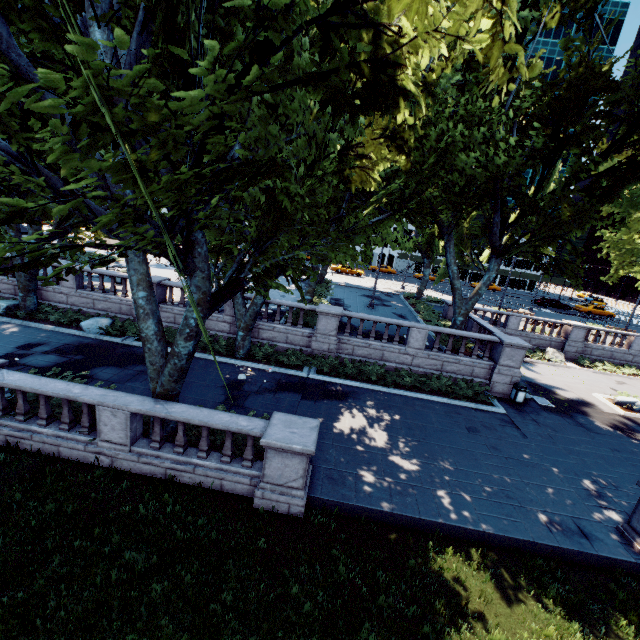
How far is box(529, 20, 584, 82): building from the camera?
56.5 meters

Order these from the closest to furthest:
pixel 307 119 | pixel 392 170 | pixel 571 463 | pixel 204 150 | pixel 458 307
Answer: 1. pixel 204 150
2. pixel 307 119
3. pixel 571 463
4. pixel 392 170
5. pixel 458 307

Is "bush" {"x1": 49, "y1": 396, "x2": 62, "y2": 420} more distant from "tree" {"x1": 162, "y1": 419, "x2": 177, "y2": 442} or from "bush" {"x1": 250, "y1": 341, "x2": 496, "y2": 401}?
"bush" {"x1": 250, "y1": 341, "x2": 496, "y2": 401}

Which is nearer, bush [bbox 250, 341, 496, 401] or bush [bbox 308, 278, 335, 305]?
bush [bbox 250, 341, 496, 401]

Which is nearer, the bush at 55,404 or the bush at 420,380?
the bush at 55,404

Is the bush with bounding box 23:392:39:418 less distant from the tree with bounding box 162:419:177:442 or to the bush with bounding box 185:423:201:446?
the tree with bounding box 162:419:177:442

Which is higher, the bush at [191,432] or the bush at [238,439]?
the bush at [238,439]

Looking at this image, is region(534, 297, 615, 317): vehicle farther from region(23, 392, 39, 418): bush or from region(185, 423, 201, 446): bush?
region(23, 392, 39, 418): bush
